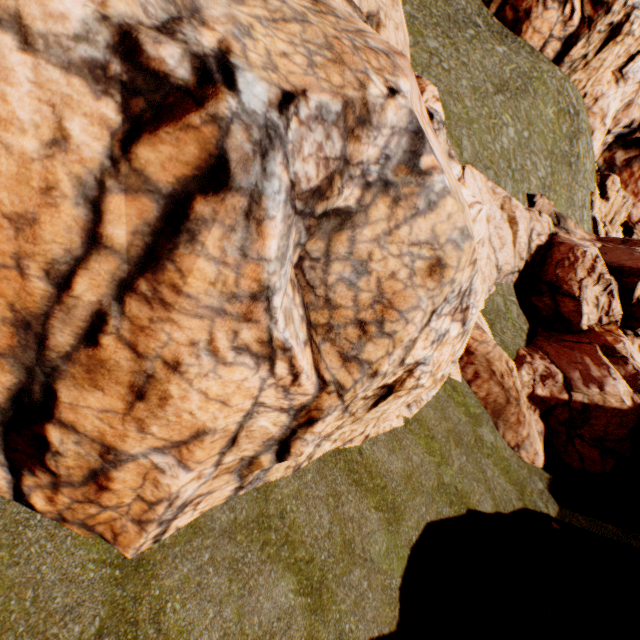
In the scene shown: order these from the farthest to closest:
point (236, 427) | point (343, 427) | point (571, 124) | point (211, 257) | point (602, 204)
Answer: point (602, 204) → point (571, 124) → point (343, 427) → point (236, 427) → point (211, 257)
